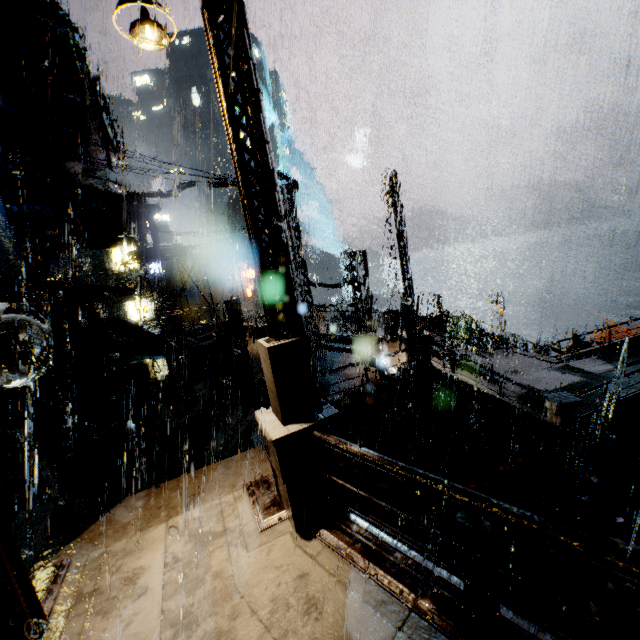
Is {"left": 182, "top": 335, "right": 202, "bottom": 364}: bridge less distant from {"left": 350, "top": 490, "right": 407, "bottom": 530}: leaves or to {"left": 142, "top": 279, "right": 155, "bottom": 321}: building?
{"left": 142, "top": 279, "right": 155, "bottom": 321}: building

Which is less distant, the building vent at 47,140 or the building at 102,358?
the building vent at 47,140

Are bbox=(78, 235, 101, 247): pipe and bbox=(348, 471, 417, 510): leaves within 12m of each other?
no

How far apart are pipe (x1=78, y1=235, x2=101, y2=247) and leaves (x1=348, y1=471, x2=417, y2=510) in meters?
14.3 m

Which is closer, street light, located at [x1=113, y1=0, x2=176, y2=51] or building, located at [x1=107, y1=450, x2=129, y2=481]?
street light, located at [x1=113, y1=0, x2=176, y2=51]

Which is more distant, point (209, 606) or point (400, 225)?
point (400, 225)

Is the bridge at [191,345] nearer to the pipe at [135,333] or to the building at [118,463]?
the building at [118,463]

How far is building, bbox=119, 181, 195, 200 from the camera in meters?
15.0 m
